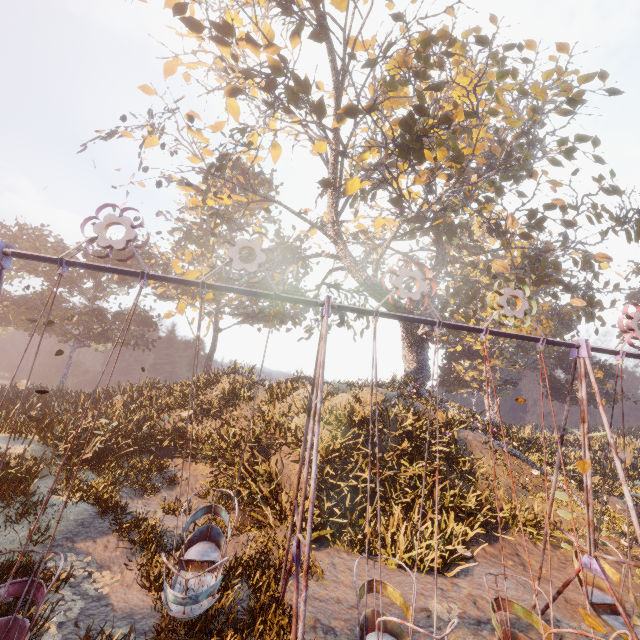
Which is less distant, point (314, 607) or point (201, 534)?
point (314, 607)

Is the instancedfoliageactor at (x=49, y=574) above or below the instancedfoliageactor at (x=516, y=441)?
below

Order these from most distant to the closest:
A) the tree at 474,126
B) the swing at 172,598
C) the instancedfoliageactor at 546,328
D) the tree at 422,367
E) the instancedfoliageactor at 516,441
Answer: the instancedfoliageactor at 546,328
the tree at 422,367
the instancedfoliageactor at 516,441
the tree at 474,126
the swing at 172,598

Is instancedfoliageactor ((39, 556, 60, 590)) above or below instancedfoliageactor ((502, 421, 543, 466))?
below

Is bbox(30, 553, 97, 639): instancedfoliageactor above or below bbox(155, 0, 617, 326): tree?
below

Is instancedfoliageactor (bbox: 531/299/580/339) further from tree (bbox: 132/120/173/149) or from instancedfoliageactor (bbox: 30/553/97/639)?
instancedfoliageactor (bbox: 30/553/97/639)

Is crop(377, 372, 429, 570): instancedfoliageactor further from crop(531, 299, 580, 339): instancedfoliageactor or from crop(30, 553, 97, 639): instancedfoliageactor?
crop(531, 299, 580, 339): instancedfoliageactor
